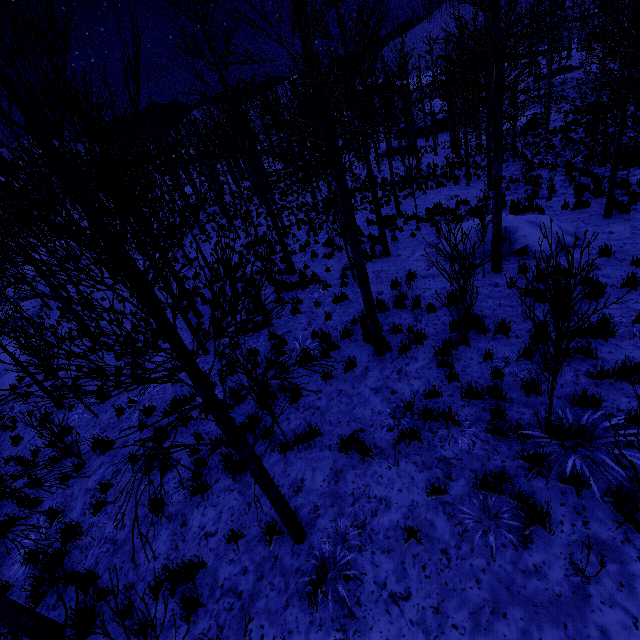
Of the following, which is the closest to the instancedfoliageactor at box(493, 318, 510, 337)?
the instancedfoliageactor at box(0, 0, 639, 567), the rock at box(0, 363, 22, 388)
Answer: the instancedfoliageactor at box(0, 0, 639, 567)

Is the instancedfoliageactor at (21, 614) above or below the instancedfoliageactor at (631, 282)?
below

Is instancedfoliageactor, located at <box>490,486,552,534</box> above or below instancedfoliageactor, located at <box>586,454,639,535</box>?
below

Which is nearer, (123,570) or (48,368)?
(48,368)

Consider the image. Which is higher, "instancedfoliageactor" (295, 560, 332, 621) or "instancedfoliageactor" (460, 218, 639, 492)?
"instancedfoliageactor" (460, 218, 639, 492)

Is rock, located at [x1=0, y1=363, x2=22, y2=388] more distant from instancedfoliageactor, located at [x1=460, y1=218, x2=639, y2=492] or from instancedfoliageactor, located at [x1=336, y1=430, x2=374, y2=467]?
instancedfoliageactor, located at [x1=460, y1=218, x2=639, y2=492]
